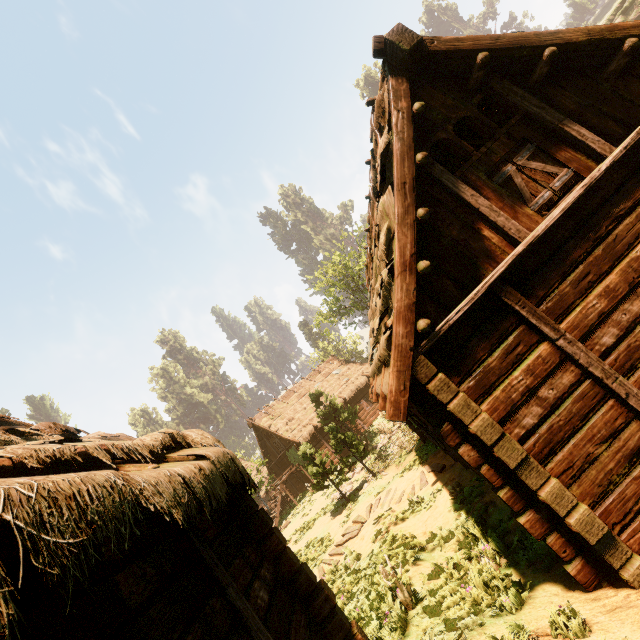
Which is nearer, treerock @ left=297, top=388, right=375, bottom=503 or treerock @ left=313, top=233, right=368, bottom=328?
treerock @ left=297, top=388, right=375, bottom=503

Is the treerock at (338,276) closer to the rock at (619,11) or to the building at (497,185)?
the building at (497,185)

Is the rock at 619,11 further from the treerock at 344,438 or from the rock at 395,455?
the rock at 395,455

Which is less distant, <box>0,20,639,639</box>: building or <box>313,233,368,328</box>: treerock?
<box>0,20,639,639</box>: building

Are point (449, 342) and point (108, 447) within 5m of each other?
yes

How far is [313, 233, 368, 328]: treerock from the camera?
33.4 meters

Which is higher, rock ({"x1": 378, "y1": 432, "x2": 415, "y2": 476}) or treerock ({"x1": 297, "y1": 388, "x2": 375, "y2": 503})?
treerock ({"x1": 297, "y1": 388, "x2": 375, "y2": 503})

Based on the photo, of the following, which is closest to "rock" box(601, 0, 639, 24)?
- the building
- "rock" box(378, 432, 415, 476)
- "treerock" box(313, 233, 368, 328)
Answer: "treerock" box(313, 233, 368, 328)
